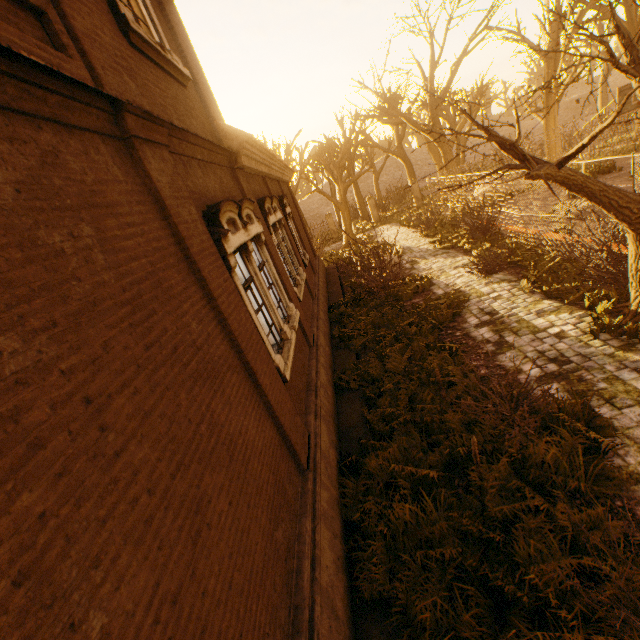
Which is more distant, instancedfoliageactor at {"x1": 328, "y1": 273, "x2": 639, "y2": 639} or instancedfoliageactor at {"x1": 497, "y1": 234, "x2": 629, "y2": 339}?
instancedfoliageactor at {"x1": 497, "y1": 234, "x2": 629, "y2": 339}

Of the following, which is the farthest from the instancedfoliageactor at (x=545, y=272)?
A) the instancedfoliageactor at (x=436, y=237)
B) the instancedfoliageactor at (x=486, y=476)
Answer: the instancedfoliageactor at (x=436, y=237)

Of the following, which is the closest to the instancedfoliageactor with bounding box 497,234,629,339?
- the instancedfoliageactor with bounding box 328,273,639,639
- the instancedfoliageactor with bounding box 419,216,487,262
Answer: the instancedfoliageactor with bounding box 328,273,639,639

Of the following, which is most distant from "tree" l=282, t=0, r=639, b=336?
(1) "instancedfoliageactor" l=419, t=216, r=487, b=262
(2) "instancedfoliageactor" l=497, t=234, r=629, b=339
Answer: (1) "instancedfoliageactor" l=419, t=216, r=487, b=262

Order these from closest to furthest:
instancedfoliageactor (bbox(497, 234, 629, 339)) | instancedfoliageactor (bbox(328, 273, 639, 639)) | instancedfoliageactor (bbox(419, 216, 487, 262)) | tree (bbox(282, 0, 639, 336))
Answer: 1. instancedfoliageactor (bbox(328, 273, 639, 639))
2. tree (bbox(282, 0, 639, 336))
3. instancedfoliageactor (bbox(497, 234, 629, 339))
4. instancedfoliageactor (bbox(419, 216, 487, 262))

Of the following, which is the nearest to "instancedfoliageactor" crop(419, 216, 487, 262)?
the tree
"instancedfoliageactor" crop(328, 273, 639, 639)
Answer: "instancedfoliageactor" crop(328, 273, 639, 639)

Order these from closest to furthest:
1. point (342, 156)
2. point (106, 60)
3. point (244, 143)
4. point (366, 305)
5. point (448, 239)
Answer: point (106, 60)
point (244, 143)
point (366, 305)
point (448, 239)
point (342, 156)

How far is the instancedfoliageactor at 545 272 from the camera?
6.5m
